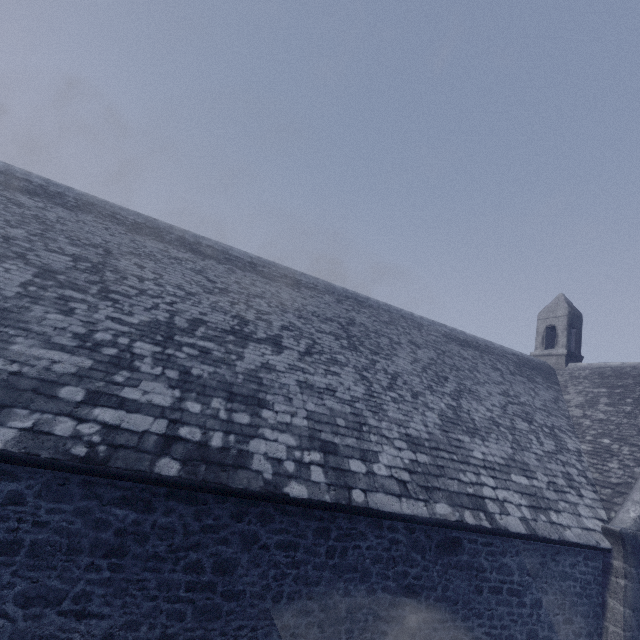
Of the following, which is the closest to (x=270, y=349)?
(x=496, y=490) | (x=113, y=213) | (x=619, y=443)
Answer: (x=496, y=490)
